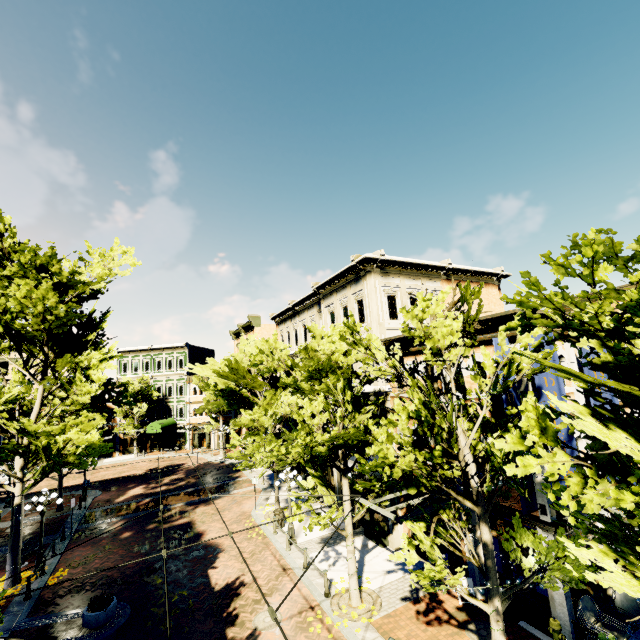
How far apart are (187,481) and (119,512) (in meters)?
6.64

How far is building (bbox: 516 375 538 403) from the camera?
10.03m

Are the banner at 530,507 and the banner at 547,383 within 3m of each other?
yes

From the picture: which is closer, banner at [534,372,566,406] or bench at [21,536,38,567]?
banner at [534,372,566,406]

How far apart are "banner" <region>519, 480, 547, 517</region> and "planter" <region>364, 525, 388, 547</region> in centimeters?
801cm

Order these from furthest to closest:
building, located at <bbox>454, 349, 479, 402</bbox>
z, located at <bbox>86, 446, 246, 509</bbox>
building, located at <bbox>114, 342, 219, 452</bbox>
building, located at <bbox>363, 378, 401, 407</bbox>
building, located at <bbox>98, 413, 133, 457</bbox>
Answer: building, located at <bbox>114, 342, 219, 452</bbox>
building, located at <bbox>98, 413, 133, 457</bbox>
z, located at <bbox>86, 446, 246, 509</bbox>
building, located at <bbox>363, 378, 401, 407</bbox>
building, located at <bbox>454, 349, 479, 402</bbox>

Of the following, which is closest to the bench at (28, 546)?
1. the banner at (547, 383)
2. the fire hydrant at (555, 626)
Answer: the fire hydrant at (555, 626)

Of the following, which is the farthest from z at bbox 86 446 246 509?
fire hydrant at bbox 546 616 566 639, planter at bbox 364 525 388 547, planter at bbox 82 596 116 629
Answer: fire hydrant at bbox 546 616 566 639
